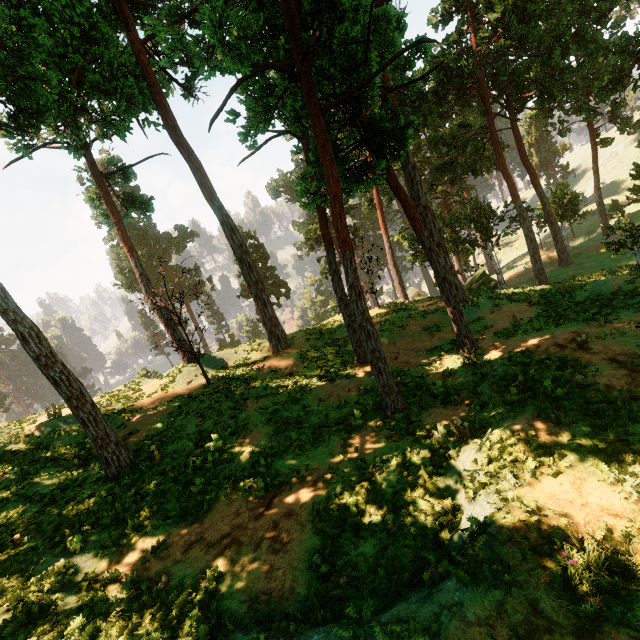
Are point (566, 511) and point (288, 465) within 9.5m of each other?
yes
